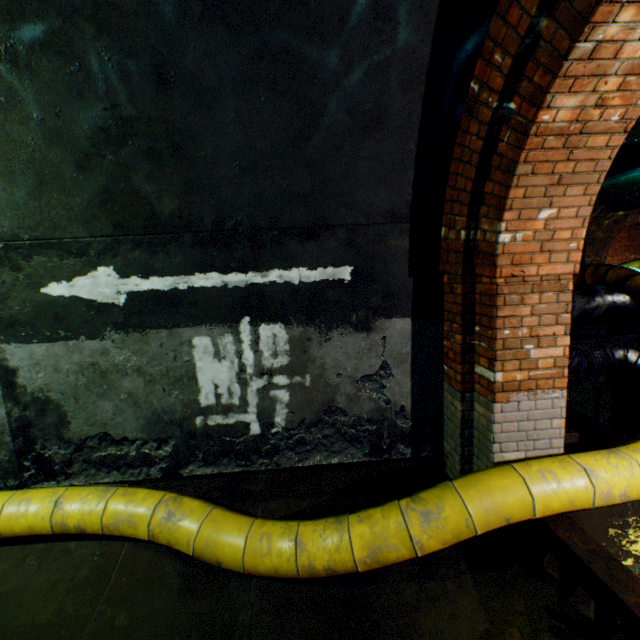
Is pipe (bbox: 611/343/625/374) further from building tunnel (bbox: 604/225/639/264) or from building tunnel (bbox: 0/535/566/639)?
building tunnel (bbox: 604/225/639/264)

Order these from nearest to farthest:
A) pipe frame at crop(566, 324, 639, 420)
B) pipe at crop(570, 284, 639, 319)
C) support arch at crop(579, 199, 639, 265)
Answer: pipe frame at crop(566, 324, 639, 420)
pipe at crop(570, 284, 639, 319)
support arch at crop(579, 199, 639, 265)

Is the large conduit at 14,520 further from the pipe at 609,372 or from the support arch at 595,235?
the support arch at 595,235

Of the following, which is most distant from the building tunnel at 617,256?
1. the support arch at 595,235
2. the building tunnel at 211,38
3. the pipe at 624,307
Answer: the building tunnel at 211,38

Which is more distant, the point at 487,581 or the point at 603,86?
the point at 487,581

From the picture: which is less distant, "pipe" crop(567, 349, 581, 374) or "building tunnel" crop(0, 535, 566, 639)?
"building tunnel" crop(0, 535, 566, 639)

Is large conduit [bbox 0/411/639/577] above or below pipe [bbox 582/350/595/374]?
below

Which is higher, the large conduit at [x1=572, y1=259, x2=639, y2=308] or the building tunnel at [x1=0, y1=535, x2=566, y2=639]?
the large conduit at [x1=572, y1=259, x2=639, y2=308]
